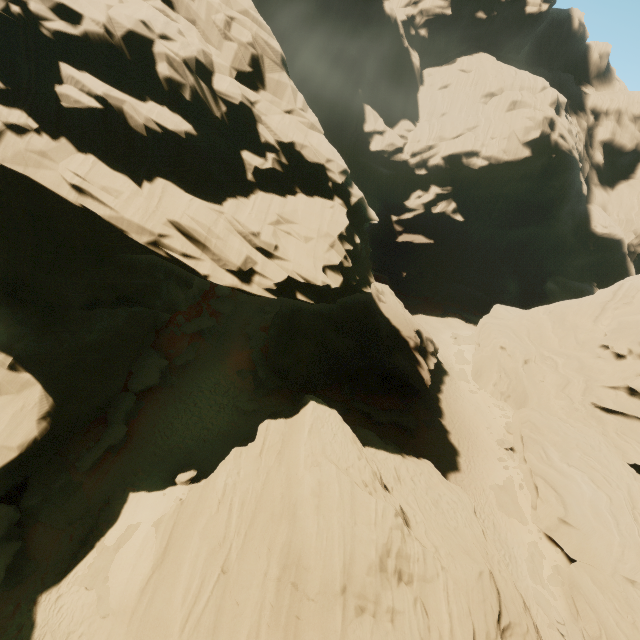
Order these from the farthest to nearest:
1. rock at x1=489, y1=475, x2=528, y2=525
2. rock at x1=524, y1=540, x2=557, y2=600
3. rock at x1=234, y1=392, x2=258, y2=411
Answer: rock at x1=234, y1=392, x2=258, y2=411 < rock at x1=489, y1=475, x2=528, y2=525 < rock at x1=524, y1=540, x2=557, y2=600

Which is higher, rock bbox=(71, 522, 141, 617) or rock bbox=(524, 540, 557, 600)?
rock bbox=(71, 522, 141, 617)

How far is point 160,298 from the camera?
19.4 meters

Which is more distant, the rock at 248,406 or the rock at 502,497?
the rock at 248,406

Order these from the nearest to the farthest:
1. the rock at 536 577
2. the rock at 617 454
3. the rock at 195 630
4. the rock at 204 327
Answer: the rock at 195 630 → the rock at 617 454 → the rock at 536 577 → the rock at 204 327

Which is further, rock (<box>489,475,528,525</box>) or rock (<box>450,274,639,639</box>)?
rock (<box>489,475,528,525</box>)

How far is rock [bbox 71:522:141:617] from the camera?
13.21m
